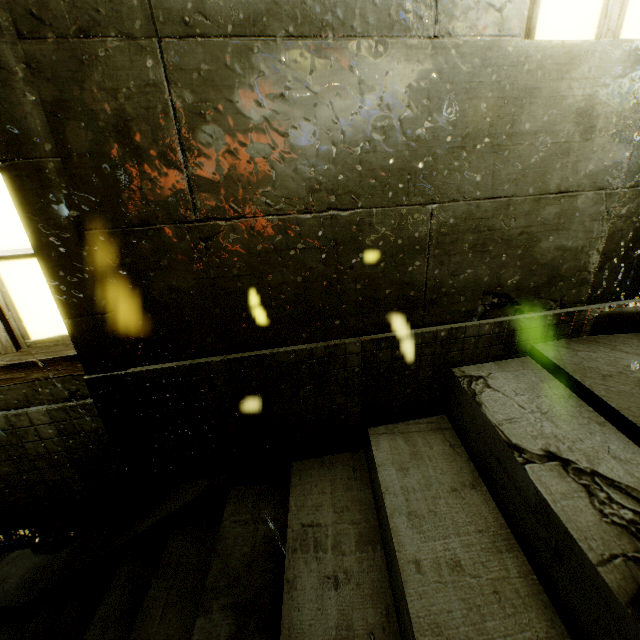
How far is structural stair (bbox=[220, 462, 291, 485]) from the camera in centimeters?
251cm

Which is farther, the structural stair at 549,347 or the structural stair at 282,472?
the structural stair at 282,472

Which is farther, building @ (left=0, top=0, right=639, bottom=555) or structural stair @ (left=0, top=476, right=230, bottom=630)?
structural stair @ (left=0, top=476, right=230, bottom=630)

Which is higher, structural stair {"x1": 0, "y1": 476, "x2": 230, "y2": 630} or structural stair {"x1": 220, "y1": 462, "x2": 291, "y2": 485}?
structural stair {"x1": 220, "y1": 462, "x2": 291, "y2": 485}

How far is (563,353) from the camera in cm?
193
